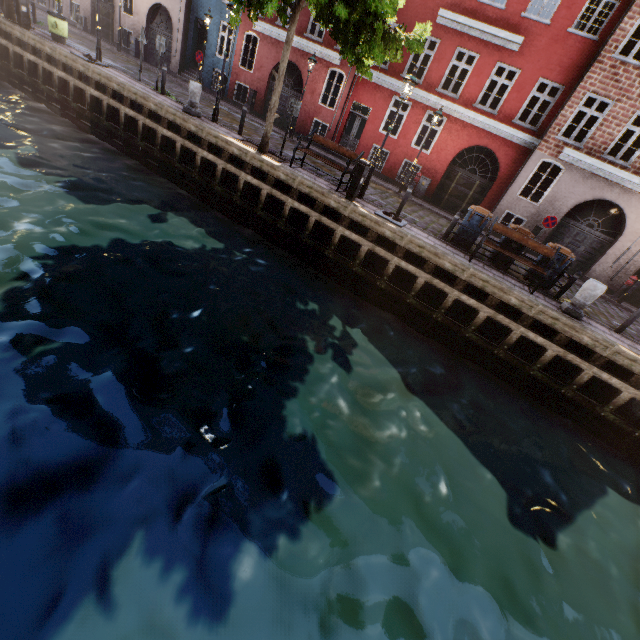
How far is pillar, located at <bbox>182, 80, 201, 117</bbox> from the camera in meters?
11.9 m

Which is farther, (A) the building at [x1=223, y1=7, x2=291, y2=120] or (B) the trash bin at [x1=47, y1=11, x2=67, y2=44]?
(A) the building at [x1=223, y1=7, x2=291, y2=120]

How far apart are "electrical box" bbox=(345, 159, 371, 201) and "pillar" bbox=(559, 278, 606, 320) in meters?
7.0 m

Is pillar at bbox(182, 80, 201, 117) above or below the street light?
below

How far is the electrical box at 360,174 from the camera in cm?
977

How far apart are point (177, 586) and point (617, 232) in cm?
2016

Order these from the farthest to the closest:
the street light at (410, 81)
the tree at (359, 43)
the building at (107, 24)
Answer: the building at (107, 24)
the street light at (410, 81)
the tree at (359, 43)

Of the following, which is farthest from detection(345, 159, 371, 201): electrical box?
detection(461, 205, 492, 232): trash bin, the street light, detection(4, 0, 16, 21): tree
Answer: detection(461, 205, 492, 232): trash bin
